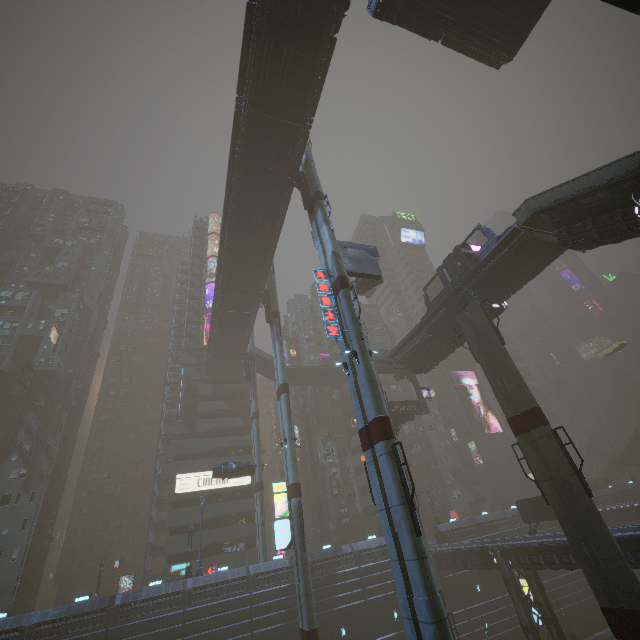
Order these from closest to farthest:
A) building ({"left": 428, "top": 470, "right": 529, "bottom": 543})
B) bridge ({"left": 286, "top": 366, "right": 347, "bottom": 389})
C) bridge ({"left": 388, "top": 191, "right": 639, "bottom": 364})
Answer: bridge ({"left": 388, "top": 191, "right": 639, "bottom": 364}), building ({"left": 428, "top": 470, "right": 529, "bottom": 543}), bridge ({"left": 286, "top": 366, "right": 347, "bottom": 389})

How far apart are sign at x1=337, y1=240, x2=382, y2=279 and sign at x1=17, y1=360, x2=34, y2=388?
46.8 meters

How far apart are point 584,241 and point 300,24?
22.06m

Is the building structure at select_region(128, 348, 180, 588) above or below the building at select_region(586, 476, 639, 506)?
above

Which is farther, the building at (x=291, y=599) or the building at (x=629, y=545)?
the building at (x=291, y=599)

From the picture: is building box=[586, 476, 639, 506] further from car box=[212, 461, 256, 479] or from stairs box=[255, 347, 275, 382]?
car box=[212, 461, 256, 479]

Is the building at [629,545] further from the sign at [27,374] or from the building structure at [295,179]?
the building structure at [295,179]

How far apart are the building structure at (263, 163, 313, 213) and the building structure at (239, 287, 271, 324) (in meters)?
14.65
